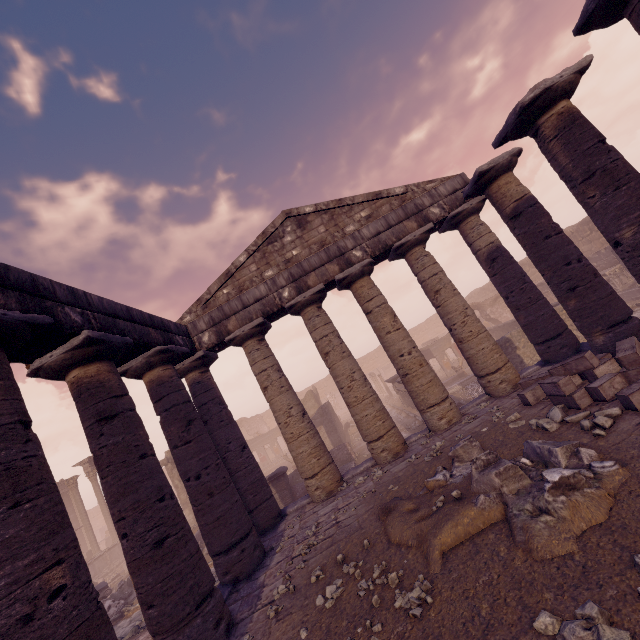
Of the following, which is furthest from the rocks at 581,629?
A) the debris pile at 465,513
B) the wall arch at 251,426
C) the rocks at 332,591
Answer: the wall arch at 251,426

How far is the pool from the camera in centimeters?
1828cm

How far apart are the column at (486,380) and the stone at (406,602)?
6.65m

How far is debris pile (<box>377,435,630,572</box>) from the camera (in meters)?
3.53

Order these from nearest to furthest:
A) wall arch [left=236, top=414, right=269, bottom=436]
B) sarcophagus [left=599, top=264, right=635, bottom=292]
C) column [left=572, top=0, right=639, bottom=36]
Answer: column [left=572, top=0, right=639, bottom=36], sarcophagus [left=599, top=264, right=635, bottom=292], wall arch [left=236, top=414, right=269, bottom=436]

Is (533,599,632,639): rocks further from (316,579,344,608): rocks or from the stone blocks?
the stone blocks

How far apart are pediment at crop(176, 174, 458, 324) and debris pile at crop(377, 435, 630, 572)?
6.92m

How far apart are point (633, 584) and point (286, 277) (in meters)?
9.24
